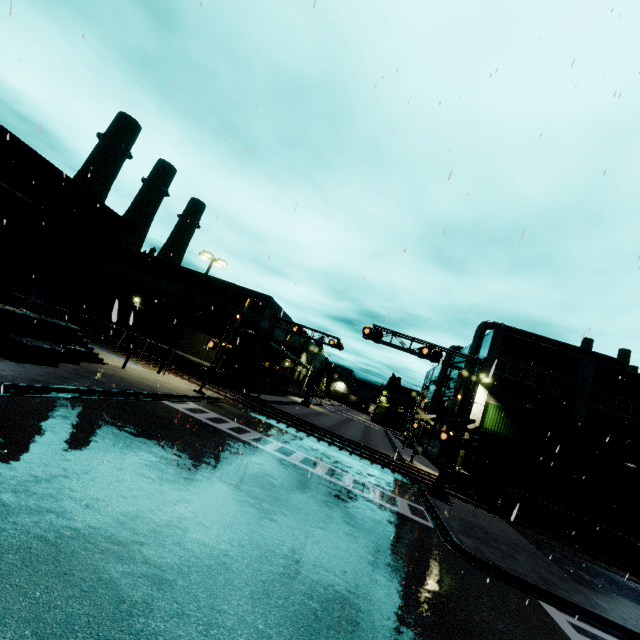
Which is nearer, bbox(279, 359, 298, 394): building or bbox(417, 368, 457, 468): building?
bbox(417, 368, 457, 468): building

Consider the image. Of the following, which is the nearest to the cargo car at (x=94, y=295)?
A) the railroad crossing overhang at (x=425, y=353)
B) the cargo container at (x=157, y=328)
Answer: the cargo container at (x=157, y=328)

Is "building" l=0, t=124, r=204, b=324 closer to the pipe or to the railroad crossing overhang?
the pipe

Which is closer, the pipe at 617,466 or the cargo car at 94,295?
the pipe at 617,466

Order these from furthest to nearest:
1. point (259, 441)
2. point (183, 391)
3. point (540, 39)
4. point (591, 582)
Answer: point (183, 391) → point (259, 441) → point (591, 582) → point (540, 39)

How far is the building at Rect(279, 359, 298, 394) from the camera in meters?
51.2

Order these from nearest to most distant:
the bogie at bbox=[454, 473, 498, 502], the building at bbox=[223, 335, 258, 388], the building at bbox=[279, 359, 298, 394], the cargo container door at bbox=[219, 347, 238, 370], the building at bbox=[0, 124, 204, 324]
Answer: the building at bbox=[0, 124, 204, 324] < the bogie at bbox=[454, 473, 498, 502] < the cargo container door at bbox=[219, 347, 238, 370] < the building at bbox=[223, 335, 258, 388] < the building at bbox=[279, 359, 298, 394]
